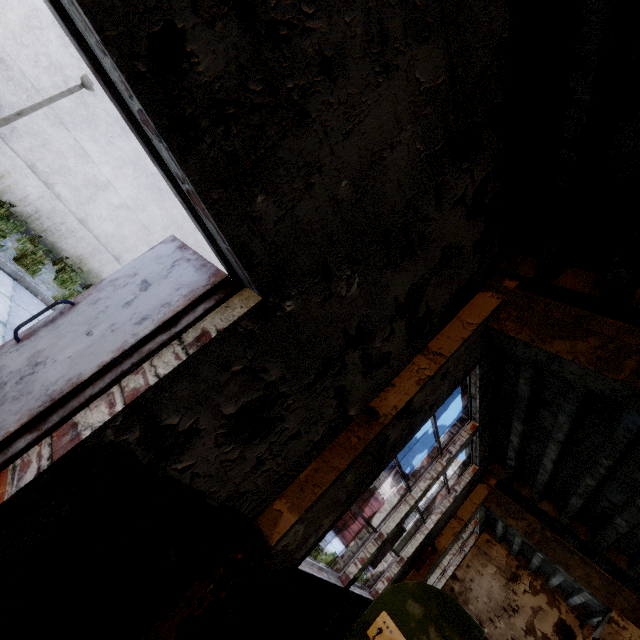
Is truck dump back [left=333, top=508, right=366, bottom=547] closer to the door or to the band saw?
the band saw

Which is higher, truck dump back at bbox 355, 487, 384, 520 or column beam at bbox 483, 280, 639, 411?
column beam at bbox 483, 280, 639, 411

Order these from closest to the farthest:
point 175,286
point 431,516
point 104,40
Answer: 1. point 104,40
2. point 175,286
3. point 431,516

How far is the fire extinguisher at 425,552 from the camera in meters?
6.2 m

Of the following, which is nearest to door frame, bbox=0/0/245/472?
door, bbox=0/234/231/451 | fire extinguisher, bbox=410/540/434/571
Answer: door, bbox=0/234/231/451

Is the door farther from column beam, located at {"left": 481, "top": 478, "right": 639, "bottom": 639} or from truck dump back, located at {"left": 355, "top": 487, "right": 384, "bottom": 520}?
truck dump back, located at {"left": 355, "top": 487, "right": 384, "bottom": 520}

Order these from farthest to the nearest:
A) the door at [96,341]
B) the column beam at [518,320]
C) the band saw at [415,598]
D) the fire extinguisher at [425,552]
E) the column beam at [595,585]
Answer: the fire extinguisher at [425,552] < the column beam at [595,585] < the band saw at [415,598] < the column beam at [518,320] < the door at [96,341]

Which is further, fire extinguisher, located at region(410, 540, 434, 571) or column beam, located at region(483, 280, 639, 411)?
fire extinguisher, located at region(410, 540, 434, 571)
